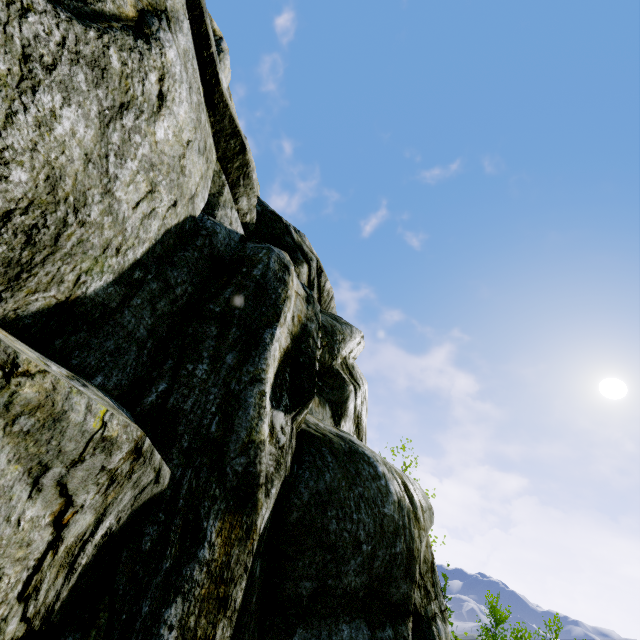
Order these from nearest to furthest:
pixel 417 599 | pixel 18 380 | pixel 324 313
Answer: pixel 18 380 < pixel 417 599 < pixel 324 313
